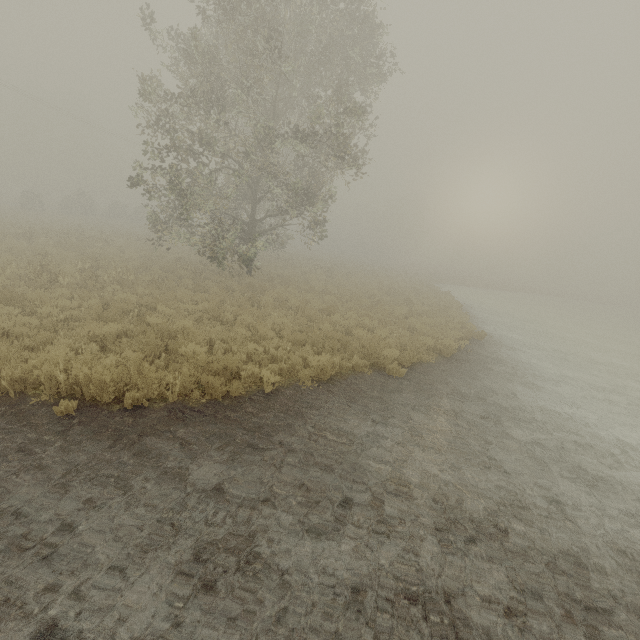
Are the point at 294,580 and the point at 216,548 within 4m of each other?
yes
